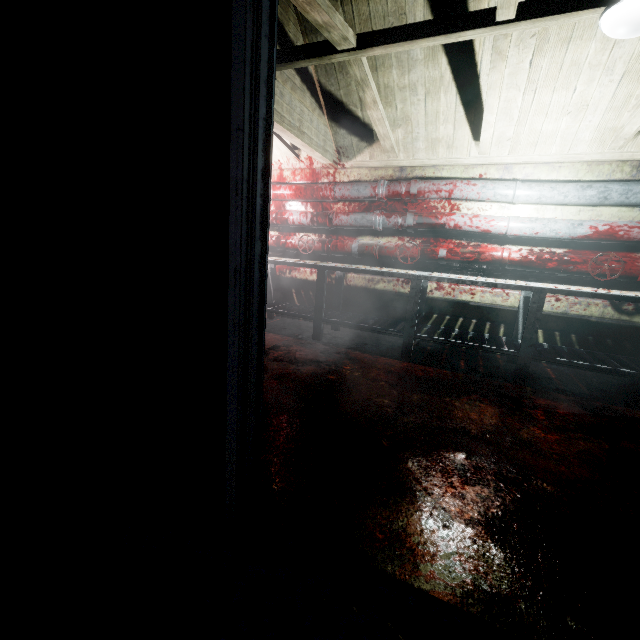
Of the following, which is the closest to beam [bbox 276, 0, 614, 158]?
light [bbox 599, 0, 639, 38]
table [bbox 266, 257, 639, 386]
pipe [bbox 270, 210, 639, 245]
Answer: light [bbox 599, 0, 639, 38]

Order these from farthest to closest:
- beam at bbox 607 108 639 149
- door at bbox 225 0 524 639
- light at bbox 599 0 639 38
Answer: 1. beam at bbox 607 108 639 149
2. light at bbox 599 0 639 38
3. door at bbox 225 0 524 639

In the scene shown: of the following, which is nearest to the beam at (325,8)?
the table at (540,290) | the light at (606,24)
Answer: the light at (606,24)

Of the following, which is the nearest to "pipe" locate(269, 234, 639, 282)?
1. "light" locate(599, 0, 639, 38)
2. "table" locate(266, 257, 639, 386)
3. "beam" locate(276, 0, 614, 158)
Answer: "table" locate(266, 257, 639, 386)

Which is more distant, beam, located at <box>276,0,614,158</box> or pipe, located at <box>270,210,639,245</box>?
pipe, located at <box>270,210,639,245</box>

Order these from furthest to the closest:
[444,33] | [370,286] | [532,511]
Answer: [370,286] → [444,33] → [532,511]

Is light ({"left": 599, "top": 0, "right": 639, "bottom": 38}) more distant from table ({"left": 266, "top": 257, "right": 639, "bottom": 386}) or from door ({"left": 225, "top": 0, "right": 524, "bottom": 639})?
table ({"left": 266, "top": 257, "right": 639, "bottom": 386})

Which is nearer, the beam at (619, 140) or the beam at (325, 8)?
the beam at (325, 8)
